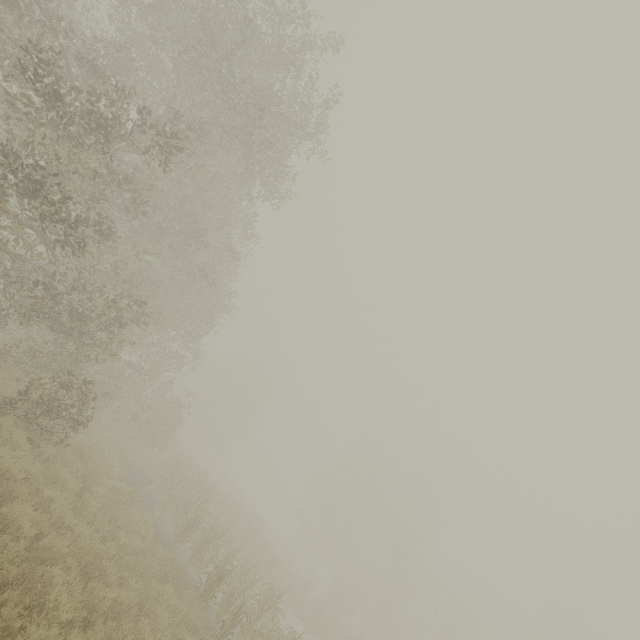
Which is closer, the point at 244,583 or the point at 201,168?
the point at 244,583
